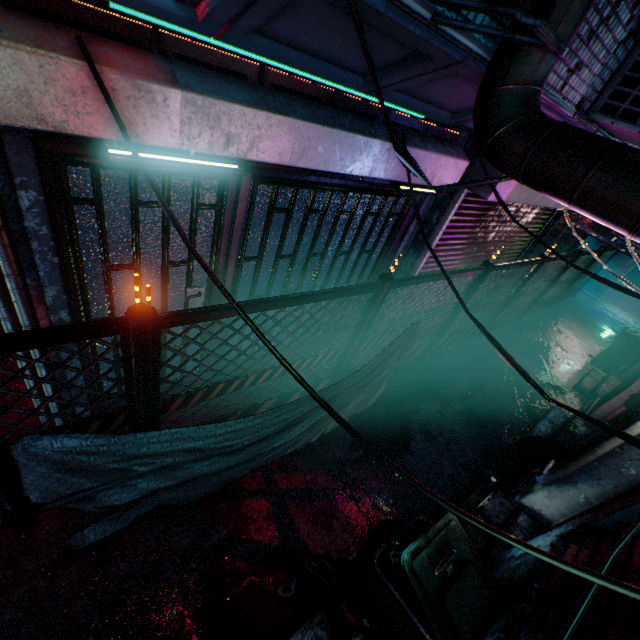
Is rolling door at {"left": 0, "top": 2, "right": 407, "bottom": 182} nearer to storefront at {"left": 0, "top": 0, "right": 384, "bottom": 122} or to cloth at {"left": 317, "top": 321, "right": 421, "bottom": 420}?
storefront at {"left": 0, "top": 0, "right": 384, "bottom": 122}

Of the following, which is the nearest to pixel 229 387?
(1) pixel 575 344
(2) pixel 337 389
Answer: (2) pixel 337 389

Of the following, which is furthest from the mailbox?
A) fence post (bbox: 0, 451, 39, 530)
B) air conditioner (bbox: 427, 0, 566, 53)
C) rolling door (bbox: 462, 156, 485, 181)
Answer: fence post (bbox: 0, 451, 39, 530)

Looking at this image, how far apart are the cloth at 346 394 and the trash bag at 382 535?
0.9 meters

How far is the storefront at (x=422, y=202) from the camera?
3.6m

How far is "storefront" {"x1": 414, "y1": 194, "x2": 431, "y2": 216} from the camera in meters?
3.6

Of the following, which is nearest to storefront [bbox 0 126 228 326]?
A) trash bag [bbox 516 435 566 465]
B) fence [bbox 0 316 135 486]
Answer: fence [bbox 0 316 135 486]

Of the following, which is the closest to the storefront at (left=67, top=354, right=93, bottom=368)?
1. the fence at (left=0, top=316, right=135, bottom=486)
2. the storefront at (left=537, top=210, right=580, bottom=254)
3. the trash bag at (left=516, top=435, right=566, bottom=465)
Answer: the fence at (left=0, top=316, right=135, bottom=486)
